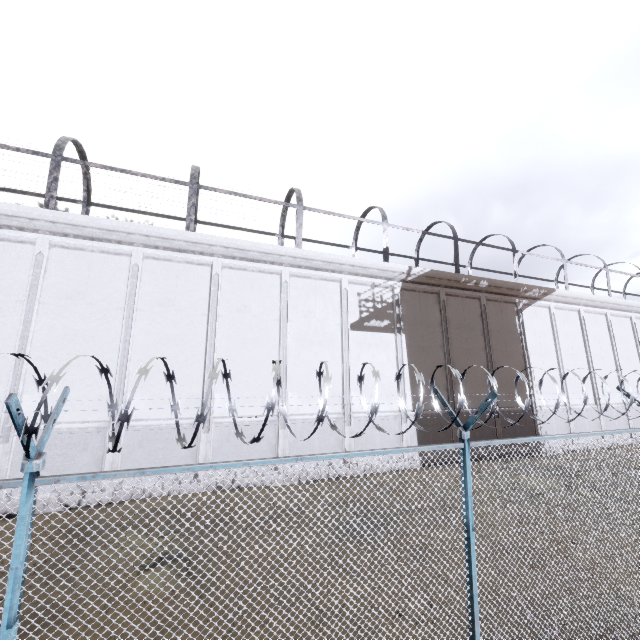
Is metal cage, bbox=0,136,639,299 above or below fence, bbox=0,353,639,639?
above

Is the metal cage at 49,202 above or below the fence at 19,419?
above

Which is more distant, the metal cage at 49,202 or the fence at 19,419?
the metal cage at 49,202

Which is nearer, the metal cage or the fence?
the fence

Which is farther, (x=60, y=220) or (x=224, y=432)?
(x=224, y=432)
